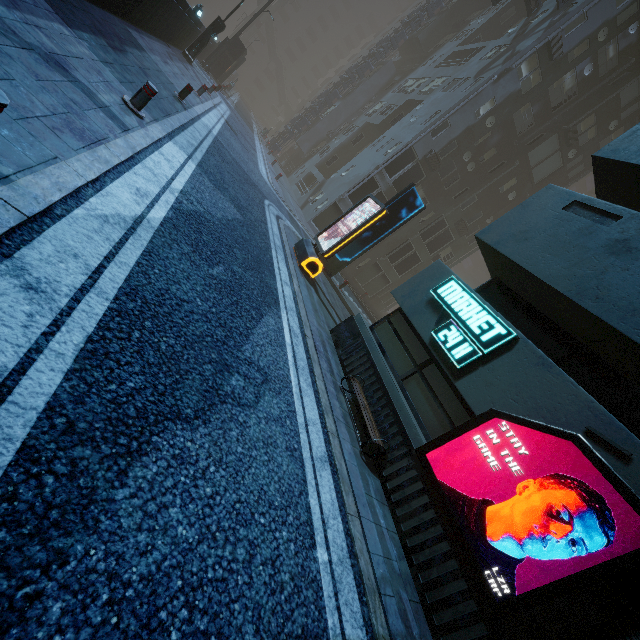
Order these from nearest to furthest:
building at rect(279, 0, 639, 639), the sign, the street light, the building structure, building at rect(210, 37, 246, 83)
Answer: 1. building at rect(279, 0, 639, 639)
2. the sign
3. the street light
4. building at rect(210, 37, 246, 83)
5. the building structure

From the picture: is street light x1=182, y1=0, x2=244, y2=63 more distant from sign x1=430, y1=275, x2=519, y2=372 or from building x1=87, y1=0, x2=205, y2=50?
sign x1=430, y1=275, x2=519, y2=372

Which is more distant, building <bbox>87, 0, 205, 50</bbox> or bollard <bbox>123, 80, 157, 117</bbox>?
building <bbox>87, 0, 205, 50</bbox>

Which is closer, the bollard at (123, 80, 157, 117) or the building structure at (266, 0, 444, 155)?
the bollard at (123, 80, 157, 117)

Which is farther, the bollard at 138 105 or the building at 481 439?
the bollard at 138 105

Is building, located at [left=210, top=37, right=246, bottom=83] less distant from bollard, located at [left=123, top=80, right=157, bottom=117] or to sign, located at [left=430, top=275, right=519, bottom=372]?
sign, located at [left=430, top=275, right=519, bottom=372]

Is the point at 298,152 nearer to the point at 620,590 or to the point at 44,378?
the point at 44,378

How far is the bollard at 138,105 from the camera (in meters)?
6.16
